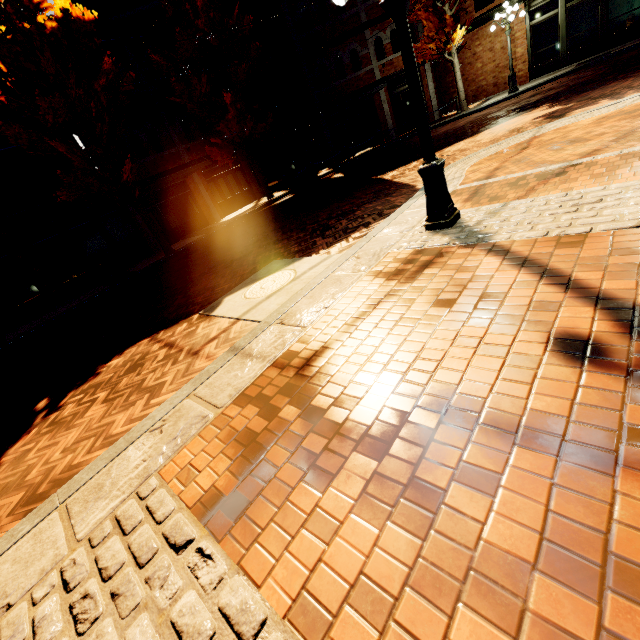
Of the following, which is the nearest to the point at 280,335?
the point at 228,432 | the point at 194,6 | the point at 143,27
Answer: the point at 228,432

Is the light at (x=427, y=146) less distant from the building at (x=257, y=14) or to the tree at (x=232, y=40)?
the building at (x=257, y=14)

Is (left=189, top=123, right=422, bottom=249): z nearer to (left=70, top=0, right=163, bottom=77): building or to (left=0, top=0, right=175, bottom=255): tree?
(left=0, top=0, right=175, bottom=255): tree

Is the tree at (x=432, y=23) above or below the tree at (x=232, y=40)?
below

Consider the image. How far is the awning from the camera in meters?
16.1

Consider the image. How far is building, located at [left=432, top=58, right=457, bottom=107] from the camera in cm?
1969

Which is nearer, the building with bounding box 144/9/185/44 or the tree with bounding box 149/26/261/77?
the tree with bounding box 149/26/261/77

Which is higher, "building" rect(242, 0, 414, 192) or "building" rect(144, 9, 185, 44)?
"building" rect(144, 9, 185, 44)
